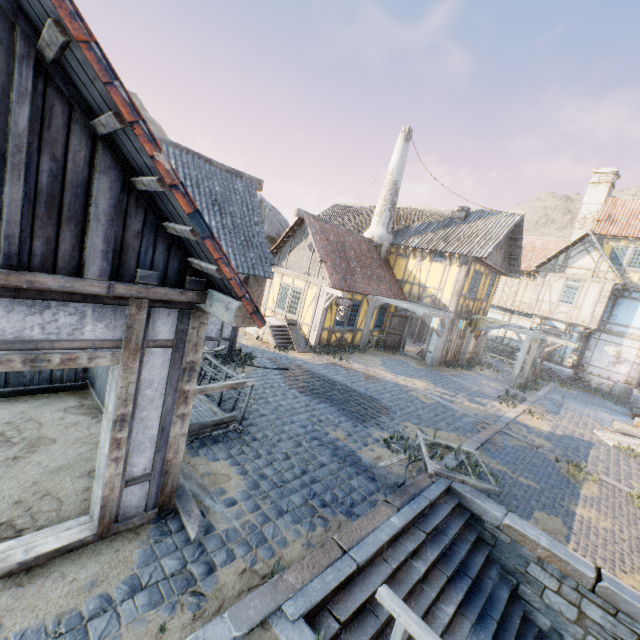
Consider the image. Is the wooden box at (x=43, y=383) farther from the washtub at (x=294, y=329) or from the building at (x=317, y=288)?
the building at (x=317, y=288)

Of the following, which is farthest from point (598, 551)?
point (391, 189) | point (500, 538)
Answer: point (391, 189)

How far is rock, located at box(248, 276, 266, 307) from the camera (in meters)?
20.34

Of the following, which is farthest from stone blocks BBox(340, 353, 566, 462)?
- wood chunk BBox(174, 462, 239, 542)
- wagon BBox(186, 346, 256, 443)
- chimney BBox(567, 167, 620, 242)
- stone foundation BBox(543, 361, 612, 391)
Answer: chimney BBox(567, 167, 620, 242)

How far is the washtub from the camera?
13.5 meters

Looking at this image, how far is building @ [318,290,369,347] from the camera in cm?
1442

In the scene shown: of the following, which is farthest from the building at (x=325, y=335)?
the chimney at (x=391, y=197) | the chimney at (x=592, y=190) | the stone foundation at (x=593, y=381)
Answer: the chimney at (x=592, y=190)

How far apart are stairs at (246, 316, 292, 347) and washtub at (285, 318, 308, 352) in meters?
0.0
